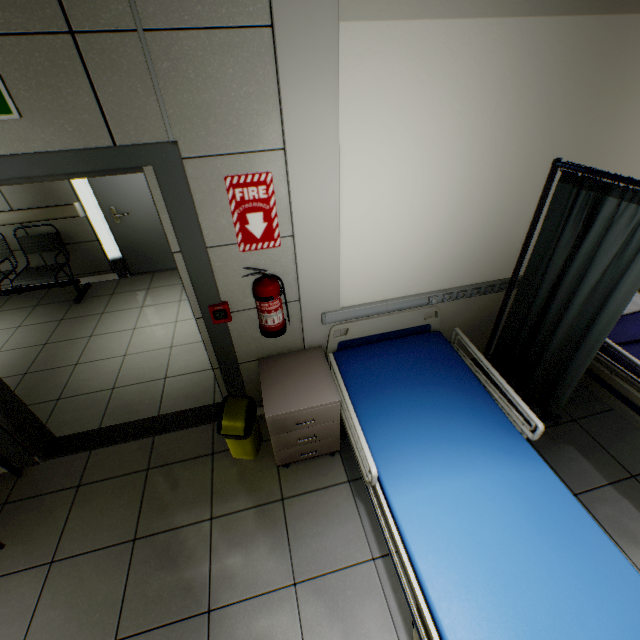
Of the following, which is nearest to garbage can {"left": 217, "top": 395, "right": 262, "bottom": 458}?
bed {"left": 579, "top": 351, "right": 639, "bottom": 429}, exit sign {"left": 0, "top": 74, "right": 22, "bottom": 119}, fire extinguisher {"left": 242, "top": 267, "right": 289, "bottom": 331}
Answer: fire extinguisher {"left": 242, "top": 267, "right": 289, "bottom": 331}

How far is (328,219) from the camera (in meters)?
1.99

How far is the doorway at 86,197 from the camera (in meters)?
4.27

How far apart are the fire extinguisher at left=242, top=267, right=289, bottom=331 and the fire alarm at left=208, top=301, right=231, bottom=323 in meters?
0.2

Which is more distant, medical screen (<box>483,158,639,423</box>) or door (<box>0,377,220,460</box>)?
door (<box>0,377,220,460</box>)

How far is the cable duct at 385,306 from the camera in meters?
2.4

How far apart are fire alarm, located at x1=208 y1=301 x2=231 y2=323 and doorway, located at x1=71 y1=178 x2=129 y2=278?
3.2 meters

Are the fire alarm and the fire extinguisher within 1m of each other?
yes
